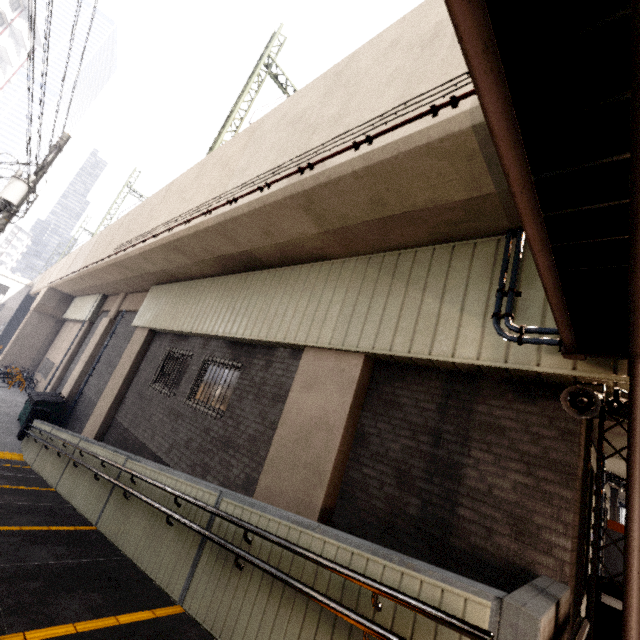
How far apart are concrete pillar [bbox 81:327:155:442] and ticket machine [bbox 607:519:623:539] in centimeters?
1567cm

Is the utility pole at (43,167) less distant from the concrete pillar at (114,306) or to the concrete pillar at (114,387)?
the concrete pillar at (114,387)

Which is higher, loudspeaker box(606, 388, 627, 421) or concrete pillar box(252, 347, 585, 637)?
loudspeaker box(606, 388, 627, 421)

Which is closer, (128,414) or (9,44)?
(128,414)

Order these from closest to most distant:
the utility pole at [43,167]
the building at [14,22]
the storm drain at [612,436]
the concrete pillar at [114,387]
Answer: the storm drain at [612,436] < the utility pole at [43,167] < the concrete pillar at [114,387] < the building at [14,22]

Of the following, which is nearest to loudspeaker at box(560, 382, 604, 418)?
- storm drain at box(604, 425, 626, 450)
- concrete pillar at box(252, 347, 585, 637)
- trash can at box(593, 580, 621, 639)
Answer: concrete pillar at box(252, 347, 585, 637)

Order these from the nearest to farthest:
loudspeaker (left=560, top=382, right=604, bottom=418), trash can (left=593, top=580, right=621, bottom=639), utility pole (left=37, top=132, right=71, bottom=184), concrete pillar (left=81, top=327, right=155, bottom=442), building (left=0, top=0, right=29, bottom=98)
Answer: loudspeaker (left=560, top=382, right=604, bottom=418), trash can (left=593, top=580, right=621, bottom=639), utility pole (left=37, top=132, right=71, bottom=184), concrete pillar (left=81, top=327, right=155, bottom=442), building (left=0, top=0, right=29, bottom=98)

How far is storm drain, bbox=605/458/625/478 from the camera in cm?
656
